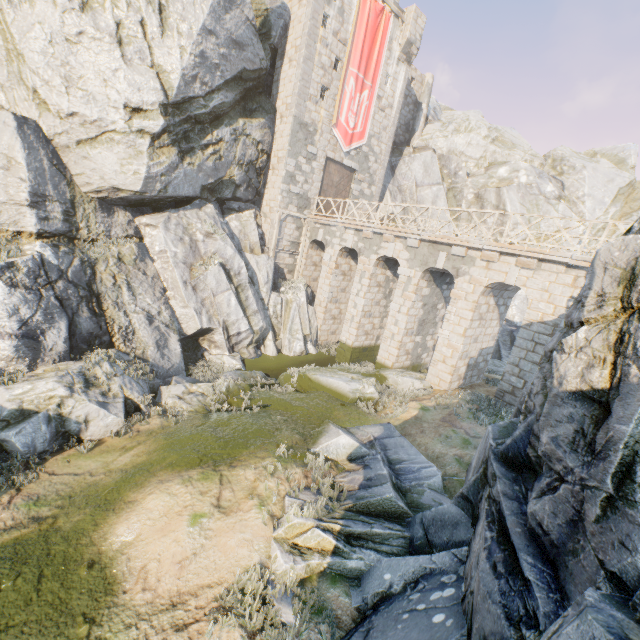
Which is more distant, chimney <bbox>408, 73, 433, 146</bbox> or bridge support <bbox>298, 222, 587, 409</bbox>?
chimney <bbox>408, 73, 433, 146</bbox>

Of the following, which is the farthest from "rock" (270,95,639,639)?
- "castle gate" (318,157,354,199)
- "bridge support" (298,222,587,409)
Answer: "castle gate" (318,157,354,199)

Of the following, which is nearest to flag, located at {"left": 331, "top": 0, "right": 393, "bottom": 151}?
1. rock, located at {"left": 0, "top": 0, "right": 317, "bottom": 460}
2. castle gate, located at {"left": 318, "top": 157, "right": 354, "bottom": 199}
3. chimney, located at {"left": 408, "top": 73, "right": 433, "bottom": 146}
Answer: castle gate, located at {"left": 318, "top": 157, "right": 354, "bottom": 199}

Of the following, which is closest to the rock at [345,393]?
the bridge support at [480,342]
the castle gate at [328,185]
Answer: the bridge support at [480,342]

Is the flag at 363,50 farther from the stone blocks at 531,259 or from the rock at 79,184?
the stone blocks at 531,259

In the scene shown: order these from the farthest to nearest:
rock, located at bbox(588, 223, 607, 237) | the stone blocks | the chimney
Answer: the chimney → rock, located at bbox(588, 223, 607, 237) → the stone blocks

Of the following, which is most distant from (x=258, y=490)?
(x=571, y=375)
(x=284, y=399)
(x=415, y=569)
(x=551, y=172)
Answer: (x=551, y=172)

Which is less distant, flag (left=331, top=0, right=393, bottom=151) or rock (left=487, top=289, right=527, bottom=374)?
flag (left=331, top=0, right=393, bottom=151)
